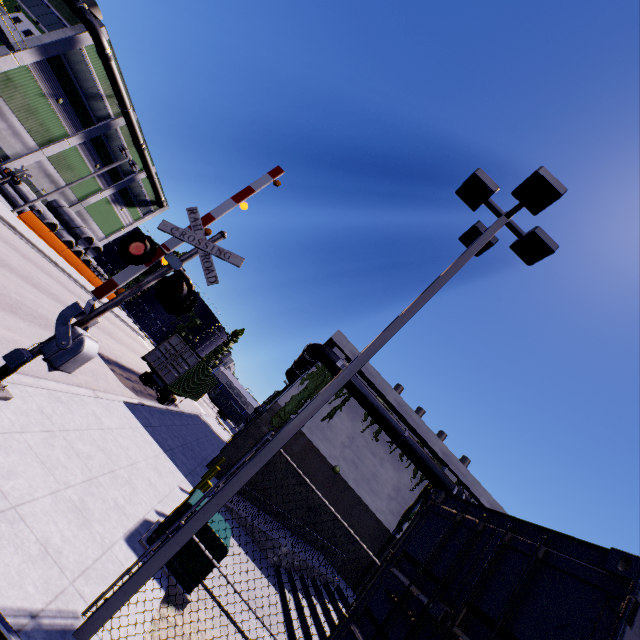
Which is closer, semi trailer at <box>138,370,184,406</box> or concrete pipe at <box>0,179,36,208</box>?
semi trailer at <box>138,370,184,406</box>

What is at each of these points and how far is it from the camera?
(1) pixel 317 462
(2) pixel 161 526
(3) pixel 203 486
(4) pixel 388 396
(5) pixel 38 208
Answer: (1) building, 18.6 meters
(2) electrical box, 6.3 meters
(3) post, 8.5 meters
(4) building, 19.7 meters
(5) concrete pipe, 29.4 meters

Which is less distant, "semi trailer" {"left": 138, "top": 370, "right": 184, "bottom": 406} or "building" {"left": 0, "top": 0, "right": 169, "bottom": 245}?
"semi trailer" {"left": 138, "top": 370, "right": 184, "bottom": 406}

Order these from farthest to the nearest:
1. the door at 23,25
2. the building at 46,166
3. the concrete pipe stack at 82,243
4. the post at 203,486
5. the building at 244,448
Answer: the concrete pipe stack at 82,243, the building at 46,166, the door at 23,25, the building at 244,448, the post at 203,486

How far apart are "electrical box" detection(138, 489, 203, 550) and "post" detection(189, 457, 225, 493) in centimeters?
367cm

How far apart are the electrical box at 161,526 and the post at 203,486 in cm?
367

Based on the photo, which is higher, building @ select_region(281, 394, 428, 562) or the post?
building @ select_region(281, 394, 428, 562)

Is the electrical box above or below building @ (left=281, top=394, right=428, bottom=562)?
below
